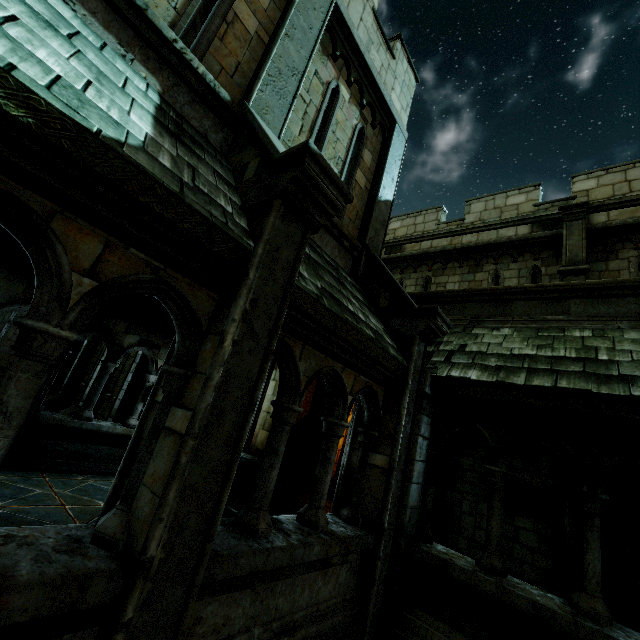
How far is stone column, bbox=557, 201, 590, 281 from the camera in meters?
8.1

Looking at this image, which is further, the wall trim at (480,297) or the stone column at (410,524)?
the wall trim at (480,297)

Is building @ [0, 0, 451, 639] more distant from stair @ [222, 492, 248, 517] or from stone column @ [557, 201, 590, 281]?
stone column @ [557, 201, 590, 281]

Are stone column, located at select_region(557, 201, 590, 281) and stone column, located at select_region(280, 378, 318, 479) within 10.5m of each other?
yes

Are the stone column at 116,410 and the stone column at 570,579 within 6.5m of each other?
no

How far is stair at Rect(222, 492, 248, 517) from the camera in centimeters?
613cm

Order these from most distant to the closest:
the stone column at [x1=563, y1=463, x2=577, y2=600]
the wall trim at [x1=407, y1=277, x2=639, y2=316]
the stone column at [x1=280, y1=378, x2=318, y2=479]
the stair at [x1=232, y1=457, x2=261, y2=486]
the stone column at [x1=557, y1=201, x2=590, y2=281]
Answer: the stone column at [x1=280, y1=378, x2=318, y2=479]
the stair at [x1=232, y1=457, x2=261, y2=486]
the stone column at [x1=557, y1=201, x2=590, y2=281]
the stone column at [x1=563, y1=463, x2=577, y2=600]
the wall trim at [x1=407, y1=277, x2=639, y2=316]

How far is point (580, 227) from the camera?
8.83m
